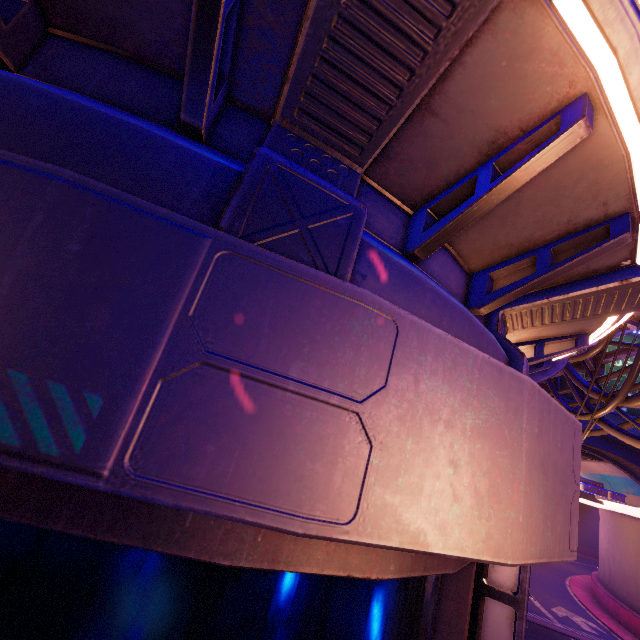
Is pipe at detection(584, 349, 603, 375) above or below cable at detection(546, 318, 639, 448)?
above

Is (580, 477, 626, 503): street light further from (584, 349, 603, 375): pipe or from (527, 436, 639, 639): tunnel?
(527, 436, 639, 639): tunnel

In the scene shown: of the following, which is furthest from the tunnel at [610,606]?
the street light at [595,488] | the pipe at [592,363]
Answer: the street light at [595,488]

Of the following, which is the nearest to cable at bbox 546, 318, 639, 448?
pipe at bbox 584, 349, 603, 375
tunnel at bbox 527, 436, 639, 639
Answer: pipe at bbox 584, 349, 603, 375

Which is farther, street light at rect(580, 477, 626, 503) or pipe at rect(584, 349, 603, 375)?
pipe at rect(584, 349, 603, 375)

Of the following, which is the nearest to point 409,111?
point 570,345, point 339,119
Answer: point 339,119

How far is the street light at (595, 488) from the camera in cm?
556

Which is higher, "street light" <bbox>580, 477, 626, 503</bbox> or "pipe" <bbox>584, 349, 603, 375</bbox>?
"pipe" <bbox>584, 349, 603, 375</bbox>
